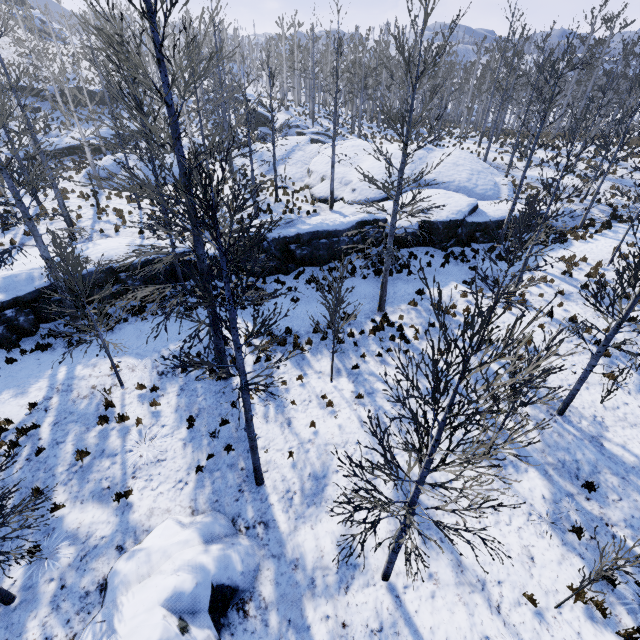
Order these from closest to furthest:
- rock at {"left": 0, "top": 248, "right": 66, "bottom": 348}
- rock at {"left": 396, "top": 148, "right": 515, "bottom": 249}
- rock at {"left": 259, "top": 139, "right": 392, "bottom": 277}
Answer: rock at {"left": 0, "top": 248, "right": 66, "bottom": 348}
rock at {"left": 259, "top": 139, "right": 392, "bottom": 277}
rock at {"left": 396, "top": 148, "right": 515, "bottom": 249}

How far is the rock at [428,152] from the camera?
21.8 meters

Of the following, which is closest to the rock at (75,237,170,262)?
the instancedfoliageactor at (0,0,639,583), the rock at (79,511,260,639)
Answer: the instancedfoliageactor at (0,0,639,583)

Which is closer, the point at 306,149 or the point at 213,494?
the point at 213,494

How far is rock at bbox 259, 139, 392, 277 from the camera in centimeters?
1559cm

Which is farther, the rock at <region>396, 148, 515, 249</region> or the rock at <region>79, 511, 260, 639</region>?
the rock at <region>396, 148, 515, 249</region>
